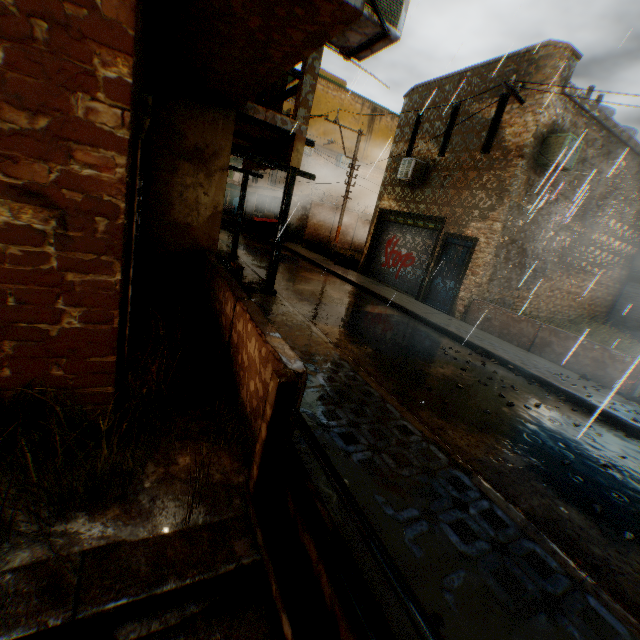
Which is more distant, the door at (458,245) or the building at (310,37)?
the door at (458,245)

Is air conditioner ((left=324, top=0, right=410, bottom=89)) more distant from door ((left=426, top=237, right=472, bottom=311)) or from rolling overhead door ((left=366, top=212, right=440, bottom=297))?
door ((left=426, top=237, right=472, bottom=311))

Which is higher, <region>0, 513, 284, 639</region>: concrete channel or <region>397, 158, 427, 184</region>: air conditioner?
<region>397, 158, 427, 184</region>: air conditioner

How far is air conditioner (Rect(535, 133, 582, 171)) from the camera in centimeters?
942cm

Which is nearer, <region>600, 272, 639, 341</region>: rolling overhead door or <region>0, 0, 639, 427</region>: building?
<region>0, 0, 639, 427</region>: building

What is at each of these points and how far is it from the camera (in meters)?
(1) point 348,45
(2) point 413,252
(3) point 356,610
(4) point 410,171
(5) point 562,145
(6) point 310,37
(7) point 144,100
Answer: (1) air conditioner, 3.69
(2) rolling overhead door, 14.06
(3) bridge, 1.62
(4) air conditioner, 13.08
(5) air conditioner, 9.47
(6) building, 3.24
(7) rolling overhead door, 2.79

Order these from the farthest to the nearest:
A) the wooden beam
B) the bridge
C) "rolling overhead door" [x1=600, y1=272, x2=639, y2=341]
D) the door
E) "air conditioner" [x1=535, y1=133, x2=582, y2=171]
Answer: "rolling overhead door" [x1=600, y1=272, x2=639, y2=341] < the door < "air conditioner" [x1=535, y1=133, x2=582, y2=171] < the wooden beam < the bridge

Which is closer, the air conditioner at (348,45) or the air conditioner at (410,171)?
the air conditioner at (348,45)
